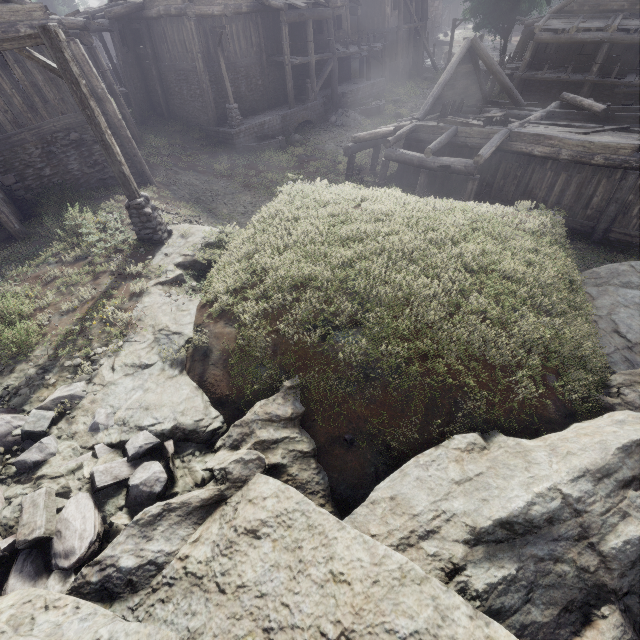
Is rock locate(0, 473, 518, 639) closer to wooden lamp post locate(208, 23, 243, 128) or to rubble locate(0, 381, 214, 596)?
rubble locate(0, 381, 214, 596)

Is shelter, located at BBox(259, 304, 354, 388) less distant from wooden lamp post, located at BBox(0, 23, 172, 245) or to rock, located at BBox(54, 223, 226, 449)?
rock, located at BBox(54, 223, 226, 449)

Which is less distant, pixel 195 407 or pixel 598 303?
pixel 195 407

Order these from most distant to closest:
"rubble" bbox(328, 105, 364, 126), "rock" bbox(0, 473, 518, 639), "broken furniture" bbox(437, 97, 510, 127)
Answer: "rubble" bbox(328, 105, 364, 126) → "broken furniture" bbox(437, 97, 510, 127) → "rock" bbox(0, 473, 518, 639)

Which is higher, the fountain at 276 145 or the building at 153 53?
the building at 153 53

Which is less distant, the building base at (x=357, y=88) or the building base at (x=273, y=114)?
the building base at (x=273, y=114)

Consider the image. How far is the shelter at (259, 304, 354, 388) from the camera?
5.9 meters

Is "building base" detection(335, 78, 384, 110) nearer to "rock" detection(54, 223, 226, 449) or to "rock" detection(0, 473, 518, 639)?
"rock" detection(54, 223, 226, 449)
